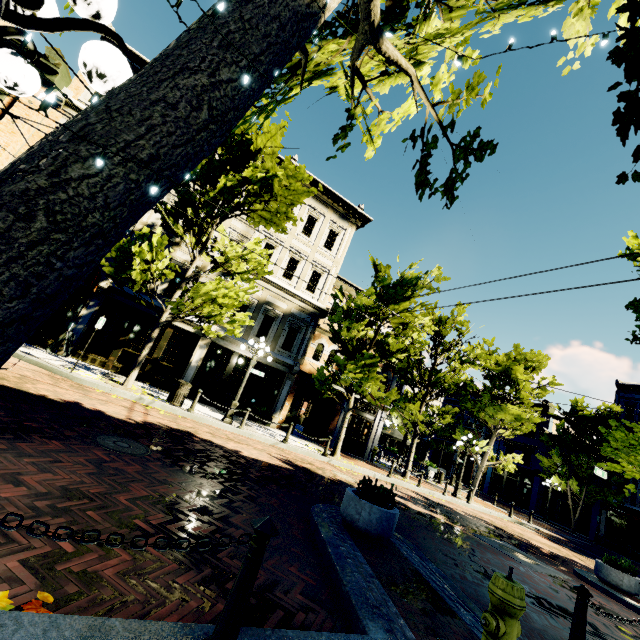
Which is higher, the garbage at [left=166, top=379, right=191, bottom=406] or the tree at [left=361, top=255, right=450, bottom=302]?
the tree at [left=361, top=255, right=450, bottom=302]

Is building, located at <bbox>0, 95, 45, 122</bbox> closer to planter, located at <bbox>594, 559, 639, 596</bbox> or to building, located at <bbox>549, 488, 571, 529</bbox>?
building, located at <bbox>549, 488, 571, 529</bbox>

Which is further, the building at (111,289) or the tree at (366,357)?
the tree at (366,357)

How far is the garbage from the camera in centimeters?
1167cm

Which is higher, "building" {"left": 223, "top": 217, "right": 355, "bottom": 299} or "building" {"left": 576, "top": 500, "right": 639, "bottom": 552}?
"building" {"left": 223, "top": 217, "right": 355, "bottom": 299}

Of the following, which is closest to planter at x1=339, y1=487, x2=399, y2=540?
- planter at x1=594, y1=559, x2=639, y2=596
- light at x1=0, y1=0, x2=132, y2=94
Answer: light at x1=0, y1=0, x2=132, y2=94

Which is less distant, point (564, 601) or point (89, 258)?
point (89, 258)
